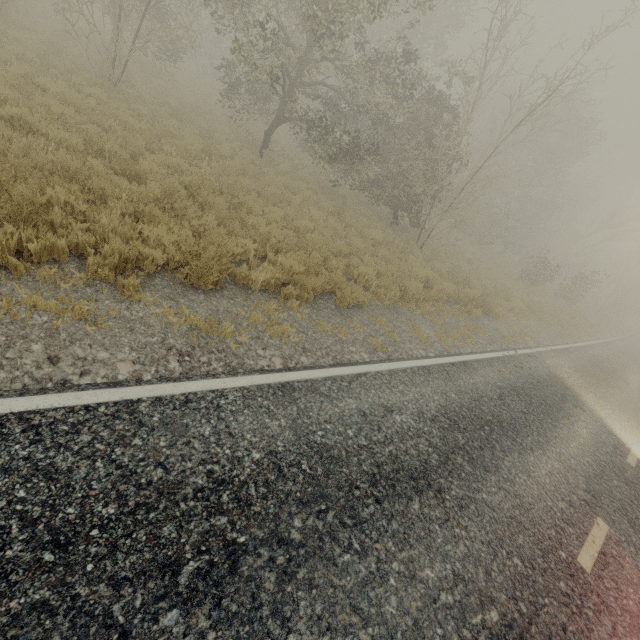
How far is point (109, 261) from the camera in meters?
4.5 m
